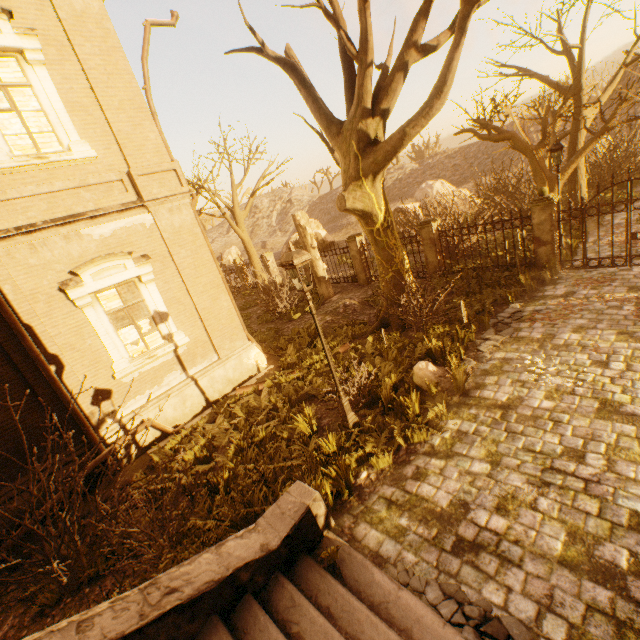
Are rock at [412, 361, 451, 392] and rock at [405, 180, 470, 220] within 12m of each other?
no

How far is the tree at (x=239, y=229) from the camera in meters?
15.5

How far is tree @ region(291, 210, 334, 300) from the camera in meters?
15.2 m

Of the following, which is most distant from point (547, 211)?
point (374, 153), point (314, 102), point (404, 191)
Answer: point (404, 191)

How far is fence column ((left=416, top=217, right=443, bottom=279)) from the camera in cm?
1304

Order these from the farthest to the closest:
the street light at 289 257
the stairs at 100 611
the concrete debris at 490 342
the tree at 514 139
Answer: the tree at 514 139
the concrete debris at 490 342
the street light at 289 257
the stairs at 100 611

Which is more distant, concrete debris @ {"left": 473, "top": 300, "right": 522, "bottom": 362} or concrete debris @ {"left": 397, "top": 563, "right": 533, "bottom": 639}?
concrete debris @ {"left": 473, "top": 300, "right": 522, "bottom": 362}

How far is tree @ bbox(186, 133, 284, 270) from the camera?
15.5 meters
